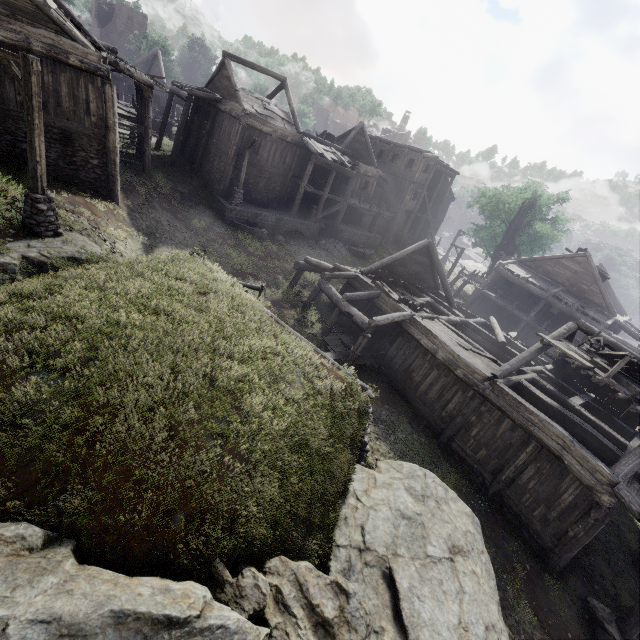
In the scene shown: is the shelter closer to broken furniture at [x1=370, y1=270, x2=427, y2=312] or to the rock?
the rock

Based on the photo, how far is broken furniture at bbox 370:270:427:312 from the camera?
16.6 meters

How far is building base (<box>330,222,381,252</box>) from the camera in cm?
2942

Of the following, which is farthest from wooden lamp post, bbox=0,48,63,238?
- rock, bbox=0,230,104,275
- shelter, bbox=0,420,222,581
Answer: shelter, bbox=0,420,222,581

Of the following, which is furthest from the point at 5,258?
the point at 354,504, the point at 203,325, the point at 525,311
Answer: the point at 525,311

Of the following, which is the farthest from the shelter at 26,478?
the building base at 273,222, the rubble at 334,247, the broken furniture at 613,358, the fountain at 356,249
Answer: the fountain at 356,249

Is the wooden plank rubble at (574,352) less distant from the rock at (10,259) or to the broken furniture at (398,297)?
the broken furniture at (398,297)

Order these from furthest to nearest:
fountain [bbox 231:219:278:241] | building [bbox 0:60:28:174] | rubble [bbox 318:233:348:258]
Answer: rubble [bbox 318:233:348:258], fountain [bbox 231:219:278:241], building [bbox 0:60:28:174]
